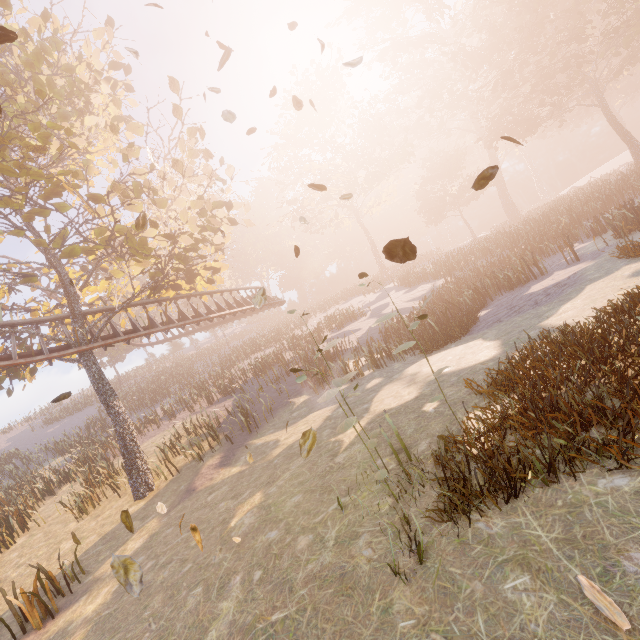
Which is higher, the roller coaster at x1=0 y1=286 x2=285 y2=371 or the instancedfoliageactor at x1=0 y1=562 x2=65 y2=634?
the roller coaster at x1=0 y1=286 x2=285 y2=371

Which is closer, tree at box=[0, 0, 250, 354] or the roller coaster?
tree at box=[0, 0, 250, 354]

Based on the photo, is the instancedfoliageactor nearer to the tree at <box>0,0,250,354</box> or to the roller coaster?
the roller coaster

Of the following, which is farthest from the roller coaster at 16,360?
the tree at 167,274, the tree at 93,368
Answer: the tree at 167,274

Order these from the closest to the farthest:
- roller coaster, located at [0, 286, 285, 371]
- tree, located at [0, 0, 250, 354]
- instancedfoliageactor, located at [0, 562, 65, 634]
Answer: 1. instancedfoliageactor, located at [0, 562, 65, 634]
2. tree, located at [0, 0, 250, 354]
3. roller coaster, located at [0, 286, 285, 371]

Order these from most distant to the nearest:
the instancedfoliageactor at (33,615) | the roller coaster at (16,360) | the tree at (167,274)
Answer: the roller coaster at (16,360)
the tree at (167,274)
the instancedfoliageactor at (33,615)

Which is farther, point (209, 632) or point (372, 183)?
point (372, 183)

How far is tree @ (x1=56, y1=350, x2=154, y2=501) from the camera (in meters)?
12.71
